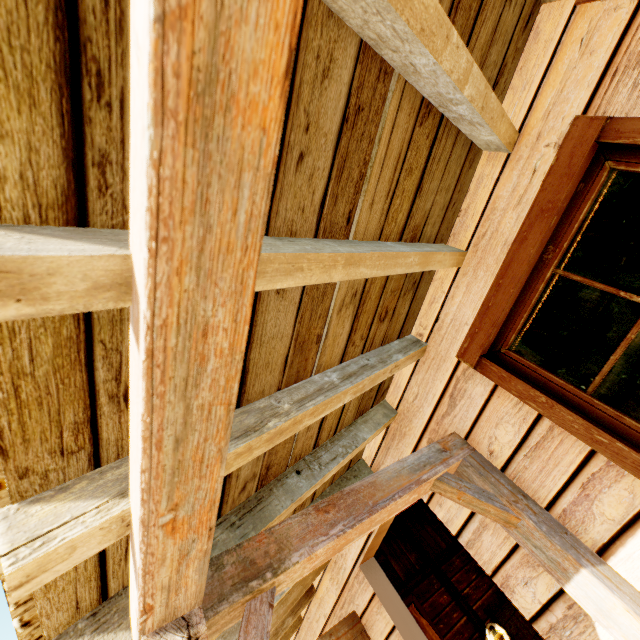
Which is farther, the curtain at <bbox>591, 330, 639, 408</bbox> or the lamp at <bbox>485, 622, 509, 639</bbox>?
the lamp at <bbox>485, 622, 509, 639</bbox>

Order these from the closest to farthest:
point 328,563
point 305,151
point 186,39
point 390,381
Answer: point 186,39 < point 305,151 < point 390,381 < point 328,563

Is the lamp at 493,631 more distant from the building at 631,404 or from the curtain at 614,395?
the curtain at 614,395

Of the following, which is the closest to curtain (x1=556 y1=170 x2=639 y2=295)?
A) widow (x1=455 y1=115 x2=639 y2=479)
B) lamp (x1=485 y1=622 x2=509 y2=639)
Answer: widow (x1=455 y1=115 x2=639 y2=479)

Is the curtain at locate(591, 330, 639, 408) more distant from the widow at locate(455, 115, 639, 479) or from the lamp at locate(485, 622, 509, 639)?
the lamp at locate(485, 622, 509, 639)

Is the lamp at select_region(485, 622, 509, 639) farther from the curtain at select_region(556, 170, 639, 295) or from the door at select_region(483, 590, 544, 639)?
the curtain at select_region(556, 170, 639, 295)

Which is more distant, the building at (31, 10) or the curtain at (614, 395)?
the curtain at (614, 395)

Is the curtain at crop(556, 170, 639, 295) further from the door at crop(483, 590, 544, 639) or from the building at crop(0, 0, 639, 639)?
the door at crop(483, 590, 544, 639)
